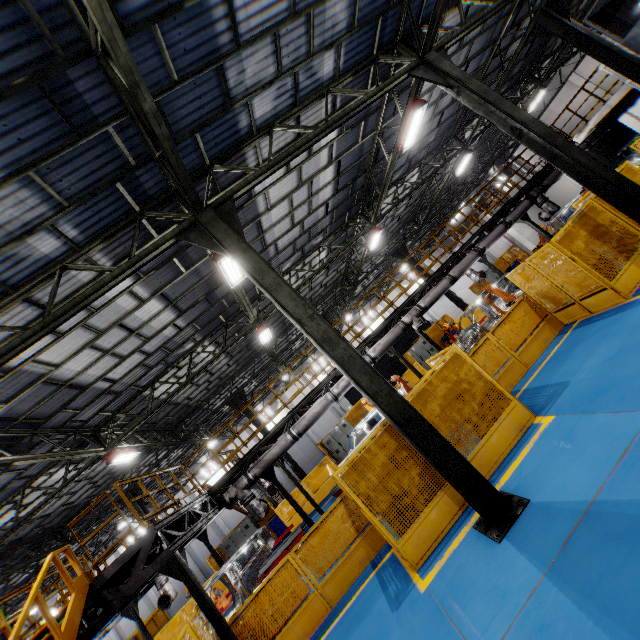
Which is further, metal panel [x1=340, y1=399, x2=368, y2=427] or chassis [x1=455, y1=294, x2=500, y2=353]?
metal panel [x1=340, y1=399, x2=368, y2=427]

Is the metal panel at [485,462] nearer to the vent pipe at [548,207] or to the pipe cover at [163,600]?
the vent pipe at [548,207]

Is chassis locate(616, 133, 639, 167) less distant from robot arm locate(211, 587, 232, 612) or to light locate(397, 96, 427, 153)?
light locate(397, 96, 427, 153)

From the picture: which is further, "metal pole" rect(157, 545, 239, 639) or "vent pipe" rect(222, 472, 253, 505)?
"vent pipe" rect(222, 472, 253, 505)

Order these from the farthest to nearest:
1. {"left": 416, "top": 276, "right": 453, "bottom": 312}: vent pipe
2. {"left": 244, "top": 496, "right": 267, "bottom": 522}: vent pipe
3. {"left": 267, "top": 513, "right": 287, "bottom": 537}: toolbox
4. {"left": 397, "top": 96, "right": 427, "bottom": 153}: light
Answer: {"left": 267, "top": 513, "right": 287, "bottom": 537}: toolbox, {"left": 416, "top": 276, "right": 453, "bottom": 312}: vent pipe, {"left": 244, "top": 496, "right": 267, "bottom": 522}: vent pipe, {"left": 397, "top": 96, "right": 427, "bottom": 153}: light

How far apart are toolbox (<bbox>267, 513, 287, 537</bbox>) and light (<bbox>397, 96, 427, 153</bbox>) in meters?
18.9 m

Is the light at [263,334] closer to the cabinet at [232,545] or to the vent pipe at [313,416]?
the vent pipe at [313,416]

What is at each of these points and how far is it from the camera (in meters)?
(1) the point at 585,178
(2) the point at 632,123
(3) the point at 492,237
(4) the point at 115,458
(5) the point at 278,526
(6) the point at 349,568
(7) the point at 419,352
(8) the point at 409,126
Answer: (1) metal pole, 7.73
(2) cement column, 17.42
(3) vent pipe, 14.18
(4) light, 12.50
(5) toolbox, 17.91
(6) metal panel, 7.63
(7) cabinet, 22.03
(8) light, 10.28
